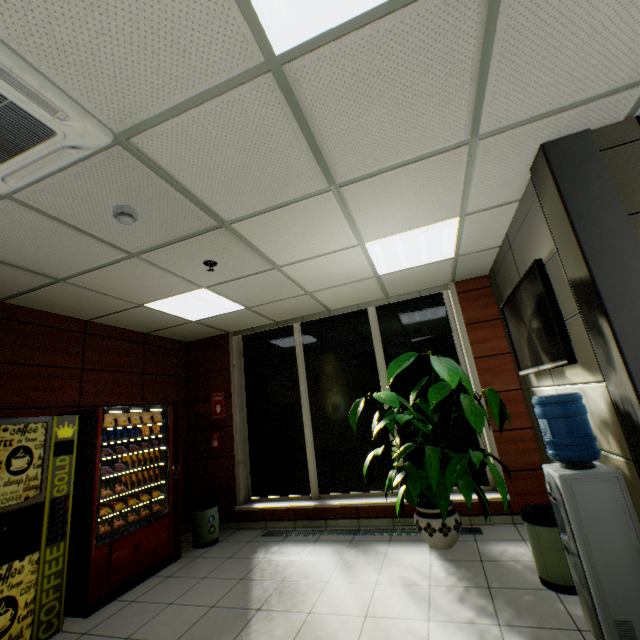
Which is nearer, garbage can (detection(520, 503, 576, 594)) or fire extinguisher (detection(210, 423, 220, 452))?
garbage can (detection(520, 503, 576, 594))

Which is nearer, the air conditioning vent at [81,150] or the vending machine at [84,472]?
the air conditioning vent at [81,150]

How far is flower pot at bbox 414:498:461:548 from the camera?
3.53m

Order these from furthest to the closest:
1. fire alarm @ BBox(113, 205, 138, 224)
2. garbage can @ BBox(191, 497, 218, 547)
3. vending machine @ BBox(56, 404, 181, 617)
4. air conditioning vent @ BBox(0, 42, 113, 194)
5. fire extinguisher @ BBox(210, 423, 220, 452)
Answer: fire extinguisher @ BBox(210, 423, 220, 452) → garbage can @ BBox(191, 497, 218, 547) → vending machine @ BBox(56, 404, 181, 617) → fire alarm @ BBox(113, 205, 138, 224) → air conditioning vent @ BBox(0, 42, 113, 194)

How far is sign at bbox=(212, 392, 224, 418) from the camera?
5.8 meters

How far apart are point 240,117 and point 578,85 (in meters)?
1.97

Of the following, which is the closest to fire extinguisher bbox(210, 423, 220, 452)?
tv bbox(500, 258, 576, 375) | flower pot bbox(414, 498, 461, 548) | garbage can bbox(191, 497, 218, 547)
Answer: garbage can bbox(191, 497, 218, 547)

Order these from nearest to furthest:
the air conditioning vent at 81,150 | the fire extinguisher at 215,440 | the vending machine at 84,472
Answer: the air conditioning vent at 81,150 → the vending machine at 84,472 → the fire extinguisher at 215,440
